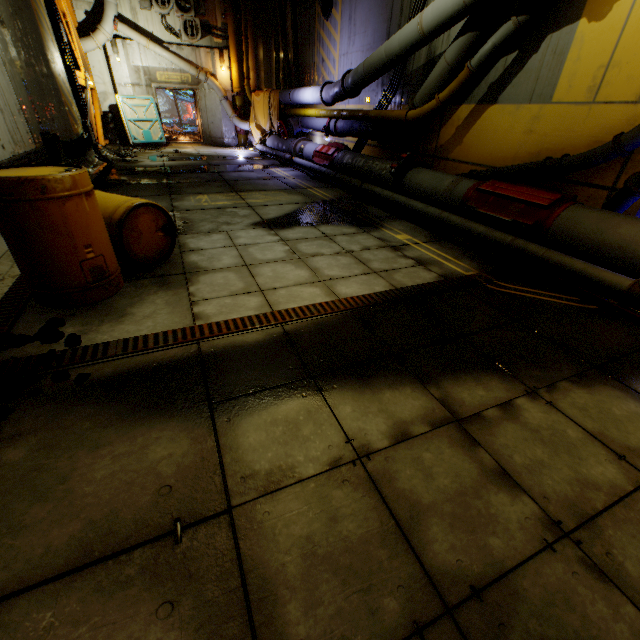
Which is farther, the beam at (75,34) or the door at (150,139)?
the door at (150,139)

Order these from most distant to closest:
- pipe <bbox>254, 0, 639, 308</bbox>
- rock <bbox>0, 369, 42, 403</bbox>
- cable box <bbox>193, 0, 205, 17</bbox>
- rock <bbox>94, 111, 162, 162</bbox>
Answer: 1. cable box <bbox>193, 0, 205, 17</bbox>
2. rock <bbox>94, 111, 162, 162</bbox>
3. pipe <bbox>254, 0, 639, 308</bbox>
4. rock <bbox>0, 369, 42, 403</bbox>

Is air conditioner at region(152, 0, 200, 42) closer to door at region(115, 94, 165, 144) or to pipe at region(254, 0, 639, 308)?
pipe at region(254, 0, 639, 308)

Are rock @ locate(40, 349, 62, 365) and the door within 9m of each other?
no

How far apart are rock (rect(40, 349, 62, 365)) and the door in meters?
16.4

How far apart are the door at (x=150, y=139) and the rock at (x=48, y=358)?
16.4m

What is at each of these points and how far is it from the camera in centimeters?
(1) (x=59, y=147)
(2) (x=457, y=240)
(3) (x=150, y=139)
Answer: (1) cable, 678cm
(2) cable, 509cm
(3) door, 1532cm

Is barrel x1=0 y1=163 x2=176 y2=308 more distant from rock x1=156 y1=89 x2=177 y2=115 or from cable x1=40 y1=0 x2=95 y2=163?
rock x1=156 y1=89 x2=177 y2=115
